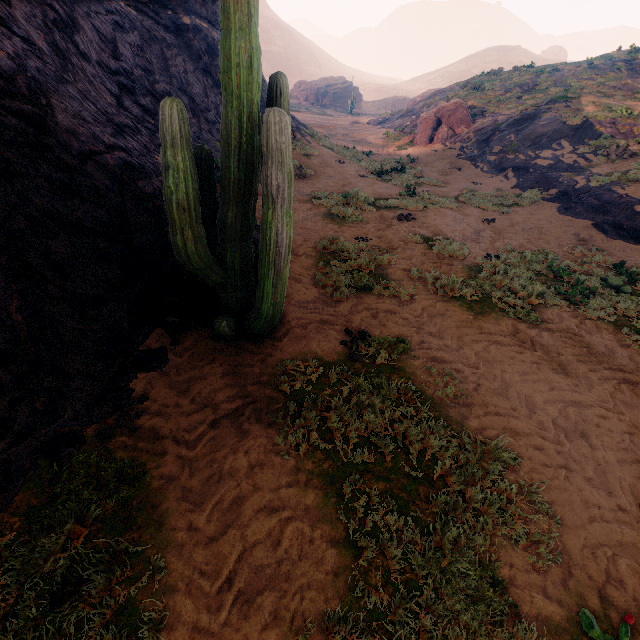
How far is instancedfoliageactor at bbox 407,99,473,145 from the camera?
21.97m

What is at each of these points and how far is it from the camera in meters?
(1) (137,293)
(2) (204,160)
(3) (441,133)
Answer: (1) z, 4.5
(2) instancedfoliageactor, 4.1
(3) instancedfoliageactor, 21.9

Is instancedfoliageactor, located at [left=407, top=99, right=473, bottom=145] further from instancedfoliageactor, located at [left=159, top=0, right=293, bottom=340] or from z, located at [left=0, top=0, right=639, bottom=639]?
instancedfoliageactor, located at [left=159, top=0, right=293, bottom=340]

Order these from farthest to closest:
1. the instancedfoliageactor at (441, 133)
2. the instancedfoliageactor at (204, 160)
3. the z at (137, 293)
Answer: the instancedfoliageactor at (441, 133) → the instancedfoliageactor at (204, 160) → the z at (137, 293)

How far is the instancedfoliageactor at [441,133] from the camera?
22.0m

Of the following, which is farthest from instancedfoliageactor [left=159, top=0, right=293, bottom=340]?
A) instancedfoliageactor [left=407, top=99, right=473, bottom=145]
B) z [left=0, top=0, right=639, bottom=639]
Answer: instancedfoliageactor [left=407, top=99, right=473, bottom=145]

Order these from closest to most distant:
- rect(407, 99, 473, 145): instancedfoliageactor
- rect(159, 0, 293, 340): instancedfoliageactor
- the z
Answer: the z
rect(159, 0, 293, 340): instancedfoliageactor
rect(407, 99, 473, 145): instancedfoliageactor
